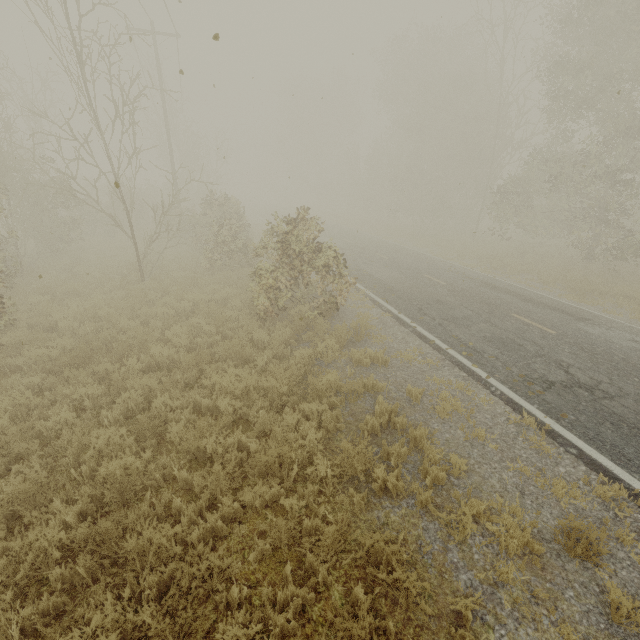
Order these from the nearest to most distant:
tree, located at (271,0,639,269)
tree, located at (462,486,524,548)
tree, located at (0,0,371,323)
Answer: tree, located at (462,486,524,548) < tree, located at (0,0,371,323) < tree, located at (271,0,639,269)

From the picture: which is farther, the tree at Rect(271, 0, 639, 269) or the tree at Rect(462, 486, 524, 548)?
the tree at Rect(271, 0, 639, 269)

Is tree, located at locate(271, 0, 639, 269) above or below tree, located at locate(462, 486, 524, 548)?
above

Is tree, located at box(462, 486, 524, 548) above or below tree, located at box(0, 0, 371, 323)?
below

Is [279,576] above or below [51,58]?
below

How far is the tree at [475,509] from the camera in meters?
3.9 m

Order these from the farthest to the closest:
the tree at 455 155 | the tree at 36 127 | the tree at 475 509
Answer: the tree at 455 155 < the tree at 36 127 < the tree at 475 509

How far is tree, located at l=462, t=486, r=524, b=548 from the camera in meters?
3.9 m
